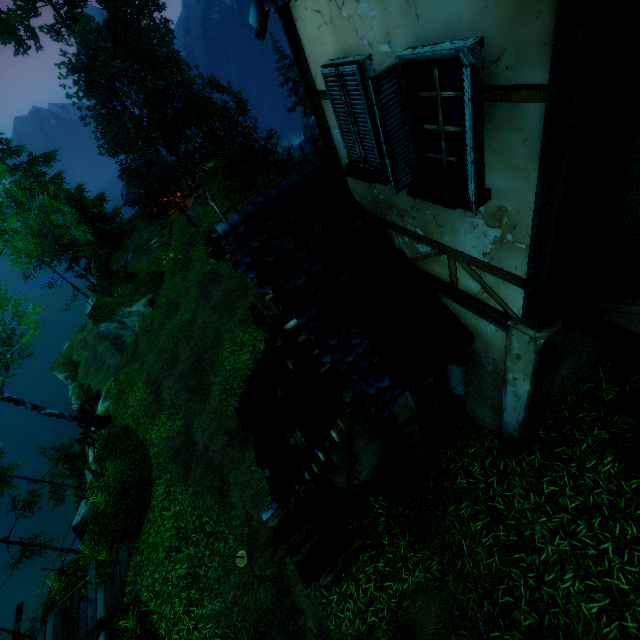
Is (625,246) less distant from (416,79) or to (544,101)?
(544,101)

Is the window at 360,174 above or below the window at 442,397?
above

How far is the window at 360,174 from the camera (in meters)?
3.34

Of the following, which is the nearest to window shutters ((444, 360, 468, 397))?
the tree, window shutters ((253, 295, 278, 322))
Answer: window shutters ((253, 295, 278, 322))

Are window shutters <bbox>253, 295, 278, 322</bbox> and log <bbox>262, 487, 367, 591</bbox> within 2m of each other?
no

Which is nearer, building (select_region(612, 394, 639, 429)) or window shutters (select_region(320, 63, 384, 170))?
window shutters (select_region(320, 63, 384, 170))

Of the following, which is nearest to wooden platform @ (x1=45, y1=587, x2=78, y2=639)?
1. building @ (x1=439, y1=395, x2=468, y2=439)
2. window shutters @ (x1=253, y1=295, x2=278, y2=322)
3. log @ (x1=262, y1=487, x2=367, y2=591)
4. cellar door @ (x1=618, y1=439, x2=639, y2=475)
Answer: log @ (x1=262, y1=487, x2=367, y2=591)

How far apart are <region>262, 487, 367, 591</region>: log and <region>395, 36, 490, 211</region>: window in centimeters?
697cm
